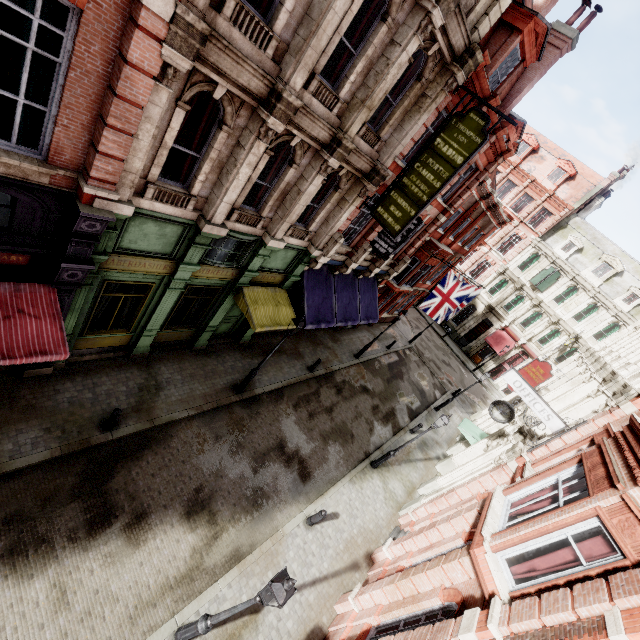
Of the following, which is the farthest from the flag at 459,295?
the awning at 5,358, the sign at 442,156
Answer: the awning at 5,358

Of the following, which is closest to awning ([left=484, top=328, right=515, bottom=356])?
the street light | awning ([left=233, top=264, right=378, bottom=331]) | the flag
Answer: the flag

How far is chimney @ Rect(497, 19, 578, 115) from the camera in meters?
14.1 m

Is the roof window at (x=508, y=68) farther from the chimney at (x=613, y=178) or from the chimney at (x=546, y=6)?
the chimney at (x=613, y=178)

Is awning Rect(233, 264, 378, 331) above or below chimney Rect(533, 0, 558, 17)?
below

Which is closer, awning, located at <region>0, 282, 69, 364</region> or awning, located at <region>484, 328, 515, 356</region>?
awning, located at <region>0, 282, 69, 364</region>

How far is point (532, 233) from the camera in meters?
35.1

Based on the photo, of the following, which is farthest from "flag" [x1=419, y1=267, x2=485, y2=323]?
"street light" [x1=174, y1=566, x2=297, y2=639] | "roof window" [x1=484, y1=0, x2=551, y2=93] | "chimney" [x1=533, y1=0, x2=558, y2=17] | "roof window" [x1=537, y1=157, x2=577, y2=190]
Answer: "roof window" [x1=537, y1=157, x2=577, y2=190]
